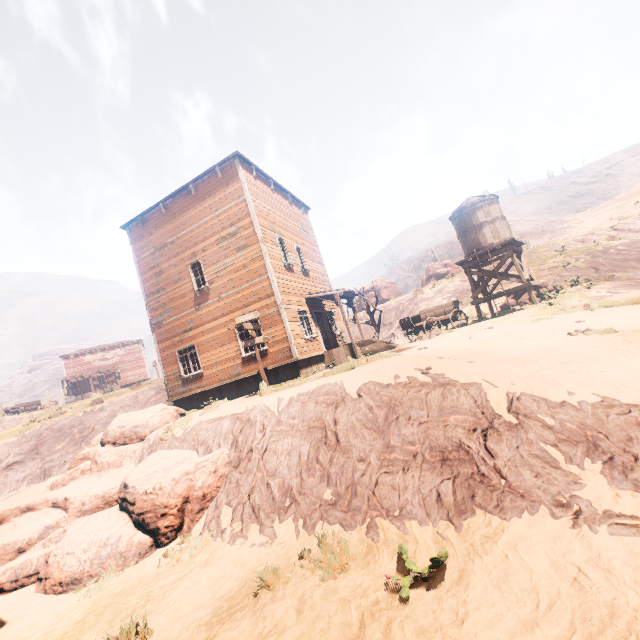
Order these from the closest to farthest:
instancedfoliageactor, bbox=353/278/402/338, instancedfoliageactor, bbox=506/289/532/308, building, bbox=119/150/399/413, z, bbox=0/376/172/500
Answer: building, bbox=119/150/399/413, instancedfoliageactor, bbox=506/289/532/308, instancedfoliageactor, bbox=353/278/402/338, z, bbox=0/376/172/500

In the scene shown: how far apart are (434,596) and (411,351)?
9.1 meters

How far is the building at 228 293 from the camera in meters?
14.9 m

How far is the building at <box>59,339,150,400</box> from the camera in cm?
4500

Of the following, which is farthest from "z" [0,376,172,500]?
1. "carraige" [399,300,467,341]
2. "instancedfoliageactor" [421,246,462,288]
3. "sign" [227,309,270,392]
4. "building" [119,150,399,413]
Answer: "carraige" [399,300,467,341]

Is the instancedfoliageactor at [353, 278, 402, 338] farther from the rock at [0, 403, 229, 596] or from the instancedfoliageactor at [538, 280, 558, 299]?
the rock at [0, 403, 229, 596]

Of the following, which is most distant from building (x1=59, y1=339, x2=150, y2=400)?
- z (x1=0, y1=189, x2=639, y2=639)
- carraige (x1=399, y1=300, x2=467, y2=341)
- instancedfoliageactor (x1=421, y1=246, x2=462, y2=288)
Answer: instancedfoliageactor (x1=421, y1=246, x2=462, y2=288)

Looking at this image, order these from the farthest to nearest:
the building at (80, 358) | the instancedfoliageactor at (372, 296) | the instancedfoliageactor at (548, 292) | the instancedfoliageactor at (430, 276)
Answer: the building at (80, 358)
the instancedfoliageactor at (430, 276)
the instancedfoliageactor at (372, 296)
the instancedfoliageactor at (548, 292)
